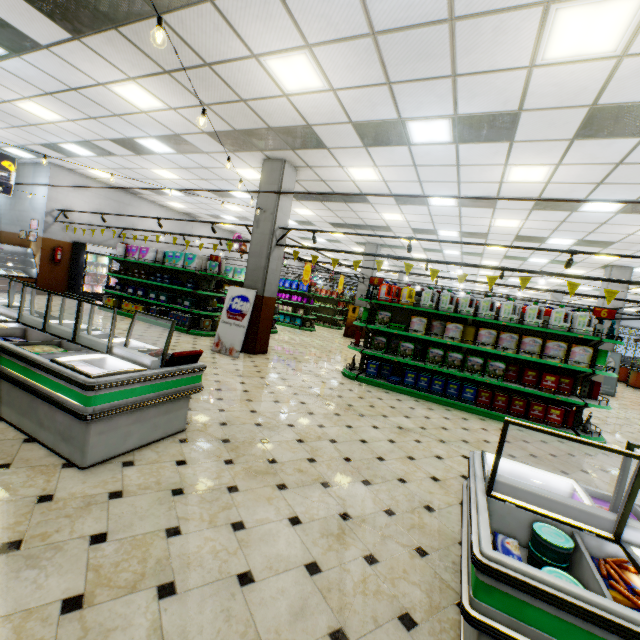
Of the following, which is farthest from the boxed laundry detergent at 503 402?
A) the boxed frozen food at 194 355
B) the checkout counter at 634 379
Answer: the checkout counter at 634 379

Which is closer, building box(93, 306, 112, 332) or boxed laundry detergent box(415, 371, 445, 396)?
boxed laundry detergent box(415, 371, 445, 396)

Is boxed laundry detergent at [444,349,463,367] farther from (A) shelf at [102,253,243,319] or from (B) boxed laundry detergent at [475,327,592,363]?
(A) shelf at [102,253,243,319]

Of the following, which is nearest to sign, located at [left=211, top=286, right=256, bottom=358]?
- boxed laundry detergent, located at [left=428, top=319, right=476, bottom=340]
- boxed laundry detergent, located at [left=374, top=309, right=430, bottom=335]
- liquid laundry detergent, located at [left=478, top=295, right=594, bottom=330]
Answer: boxed laundry detergent, located at [left=374, top=309, right=430, bottom=335]

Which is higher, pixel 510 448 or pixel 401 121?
pixel 401 121

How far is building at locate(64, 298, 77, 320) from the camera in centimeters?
901cm

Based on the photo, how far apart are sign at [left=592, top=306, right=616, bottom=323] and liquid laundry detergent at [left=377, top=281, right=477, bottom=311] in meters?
2.8

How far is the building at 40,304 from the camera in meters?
9.7
